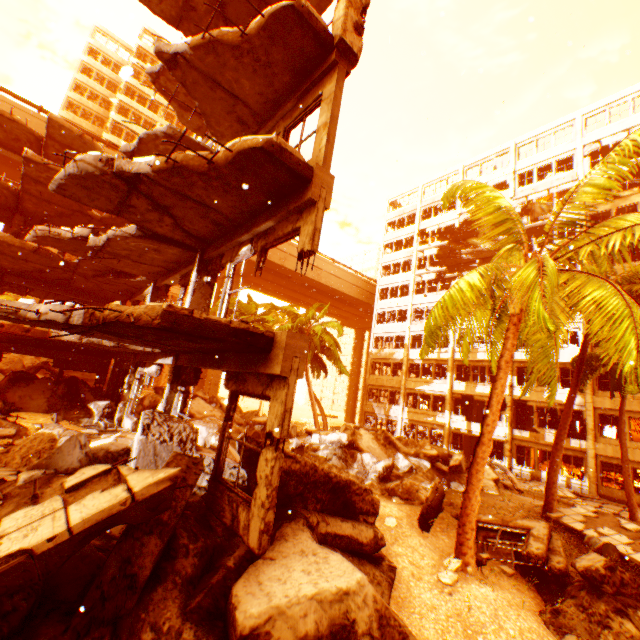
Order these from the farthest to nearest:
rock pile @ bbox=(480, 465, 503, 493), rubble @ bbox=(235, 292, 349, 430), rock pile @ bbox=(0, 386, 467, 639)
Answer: rubble @ bbox=(235, 292, 349, 430) < rock pile @ bbox=(480, 465, 503, 493) < rock pile @ bbox=(0, 386, 467, 639)

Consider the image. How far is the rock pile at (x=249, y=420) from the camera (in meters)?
6.43

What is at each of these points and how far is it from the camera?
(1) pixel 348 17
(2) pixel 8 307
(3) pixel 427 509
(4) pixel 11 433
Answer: (1) pillar, 6.1m
(2) floor rubble, 5.6m
(3) floor rubble, 9.1m
(4) floor rubble, 9.4m

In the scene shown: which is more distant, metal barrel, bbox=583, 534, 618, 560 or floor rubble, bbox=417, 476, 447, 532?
metal barrel, bbox=583, 534, 618, 560

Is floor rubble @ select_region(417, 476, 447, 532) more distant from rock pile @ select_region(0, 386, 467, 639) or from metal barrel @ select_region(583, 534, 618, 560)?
metal barrel @ select_region(583, 534, 618, 560)

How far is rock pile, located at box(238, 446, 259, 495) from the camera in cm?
602

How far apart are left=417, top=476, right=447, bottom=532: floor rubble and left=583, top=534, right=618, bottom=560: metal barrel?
3.1 meters

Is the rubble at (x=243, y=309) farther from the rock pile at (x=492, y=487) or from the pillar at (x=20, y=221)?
the pillar at (x=20, y=221)
